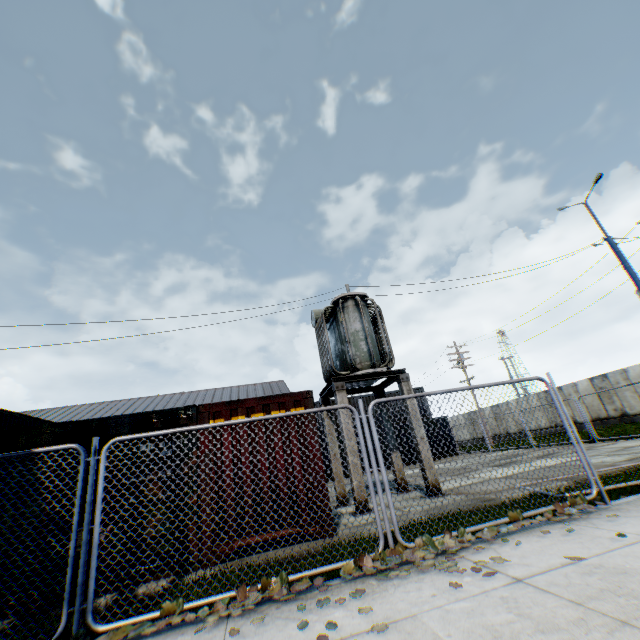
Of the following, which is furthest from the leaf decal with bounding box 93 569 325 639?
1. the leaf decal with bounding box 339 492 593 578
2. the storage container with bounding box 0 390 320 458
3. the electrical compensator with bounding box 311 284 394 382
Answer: the electrical compensator with bounding box 311 284 394 382

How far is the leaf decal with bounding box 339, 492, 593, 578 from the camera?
4.0m

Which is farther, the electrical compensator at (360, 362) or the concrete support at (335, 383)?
the electrical compensator at (360, 362)

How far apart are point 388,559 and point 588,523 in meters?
2.9

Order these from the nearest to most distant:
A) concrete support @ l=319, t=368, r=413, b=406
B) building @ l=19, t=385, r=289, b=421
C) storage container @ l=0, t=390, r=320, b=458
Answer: storage container @ l=0, t=390, r=320, b=458, concrete support @ l=319, t=368, r=413, b=406, building @ l=19, t=385, r=289, b=421

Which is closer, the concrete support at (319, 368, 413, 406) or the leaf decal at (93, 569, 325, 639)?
the leaf decal at (93, 569, 325, 639)

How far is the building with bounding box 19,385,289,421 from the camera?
49.8 meters

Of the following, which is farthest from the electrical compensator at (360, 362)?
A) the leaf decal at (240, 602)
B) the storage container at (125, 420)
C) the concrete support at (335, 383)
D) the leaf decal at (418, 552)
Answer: the leaf decal at (240, 602)
